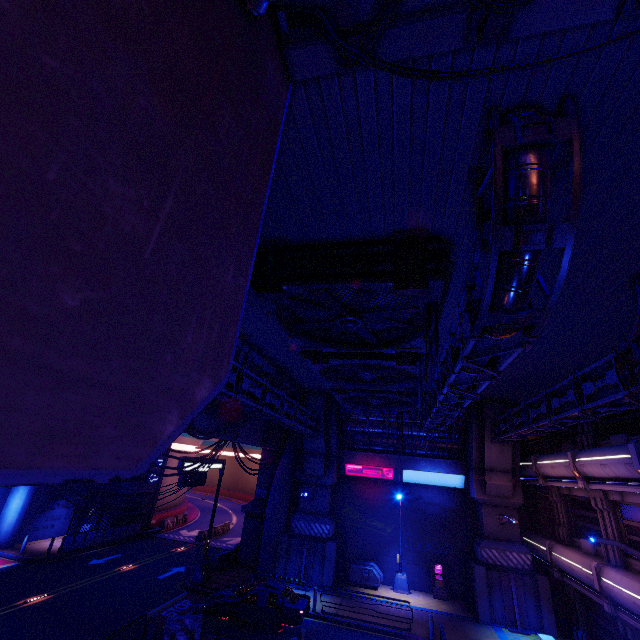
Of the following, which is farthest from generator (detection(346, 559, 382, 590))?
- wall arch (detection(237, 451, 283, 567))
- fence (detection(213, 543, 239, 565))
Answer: fence (detection(213, 543, 239, 565))

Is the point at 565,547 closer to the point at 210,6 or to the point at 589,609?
the point at 589,609

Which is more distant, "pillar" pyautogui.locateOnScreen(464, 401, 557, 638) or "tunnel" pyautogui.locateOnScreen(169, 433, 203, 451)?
"tunnel" pyautogui.locateOnScreen(169, 433, 203, 451)

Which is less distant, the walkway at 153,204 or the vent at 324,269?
the walkway at 153,204

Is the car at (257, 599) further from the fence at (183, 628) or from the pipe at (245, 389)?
the pipe at (245, 389)

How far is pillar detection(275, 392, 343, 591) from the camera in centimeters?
2168cm

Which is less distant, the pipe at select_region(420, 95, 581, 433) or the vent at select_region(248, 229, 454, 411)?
the pipe at select_region(420, 95, 581, 433)

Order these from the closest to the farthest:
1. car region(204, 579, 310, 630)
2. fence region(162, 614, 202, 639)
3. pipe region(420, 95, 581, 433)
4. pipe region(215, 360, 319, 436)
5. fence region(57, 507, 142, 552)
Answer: pipe region(420, 95, 581, 433)
pipe region(215, 360, 319, 436)
fence region(162, 614, 202, 639)
car region(204, 579, 310, 630)
fence region(57, 507, 142, 552)
